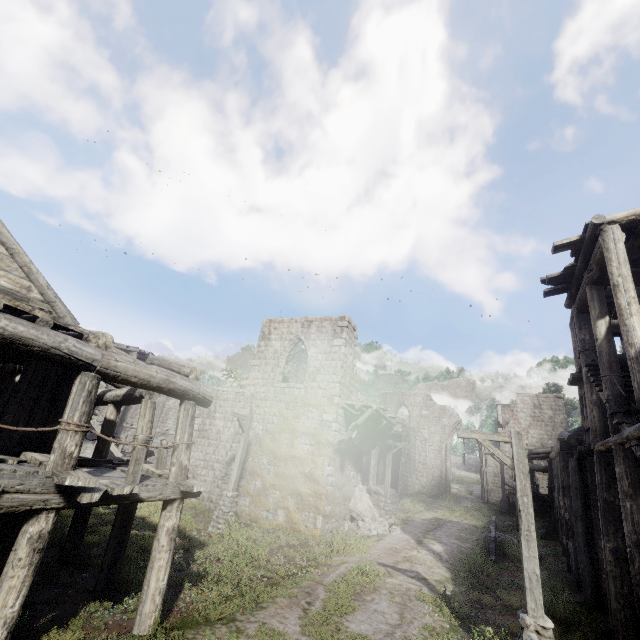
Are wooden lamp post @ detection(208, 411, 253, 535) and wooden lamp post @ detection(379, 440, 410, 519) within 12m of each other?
yes

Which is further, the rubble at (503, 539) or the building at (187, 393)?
the rubble at (503, 539)

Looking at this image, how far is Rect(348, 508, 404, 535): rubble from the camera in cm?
1664

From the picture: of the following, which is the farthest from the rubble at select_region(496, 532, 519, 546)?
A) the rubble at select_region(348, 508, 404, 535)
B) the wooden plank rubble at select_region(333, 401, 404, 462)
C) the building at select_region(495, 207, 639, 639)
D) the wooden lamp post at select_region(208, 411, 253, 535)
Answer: the wooden lamp post at select_region(208, 411, 253, 535)

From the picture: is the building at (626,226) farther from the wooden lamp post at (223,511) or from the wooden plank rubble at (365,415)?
the wooden lamp post at (223,511)

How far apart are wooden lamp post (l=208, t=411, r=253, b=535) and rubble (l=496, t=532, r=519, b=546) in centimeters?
1424cm

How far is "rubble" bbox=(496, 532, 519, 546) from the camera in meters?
15.8 m

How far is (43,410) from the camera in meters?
7.3 m
